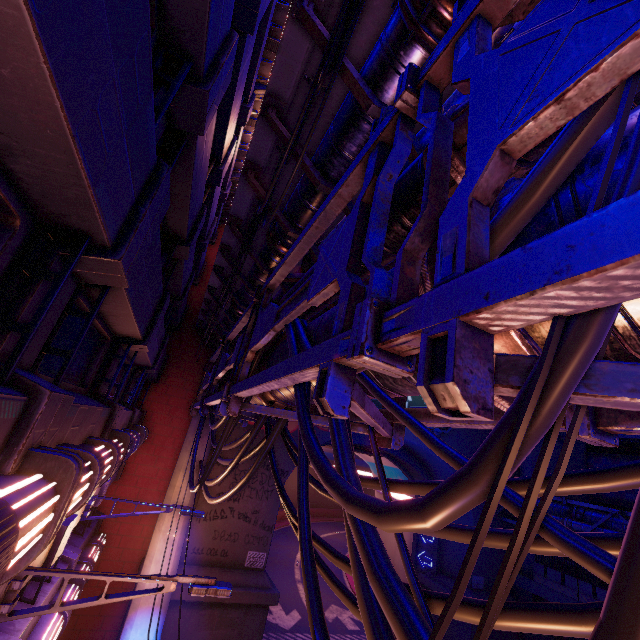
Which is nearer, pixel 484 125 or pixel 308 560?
pixel 484 125

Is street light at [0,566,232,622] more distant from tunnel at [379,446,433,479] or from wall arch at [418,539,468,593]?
tunnel at [379,446,433,479]

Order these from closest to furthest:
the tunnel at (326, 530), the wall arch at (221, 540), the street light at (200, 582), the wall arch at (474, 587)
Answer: the street light at (200, 582), the wall arch at (221, 540), the wall arch at (474, 587), the tunnel at (326, 530)

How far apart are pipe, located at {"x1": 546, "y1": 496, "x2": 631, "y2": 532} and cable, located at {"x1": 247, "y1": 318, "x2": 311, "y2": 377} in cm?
1915

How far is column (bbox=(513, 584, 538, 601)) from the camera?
19.6 meters

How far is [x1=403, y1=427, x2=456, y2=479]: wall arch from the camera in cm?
2047

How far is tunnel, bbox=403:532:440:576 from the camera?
21.8 meters

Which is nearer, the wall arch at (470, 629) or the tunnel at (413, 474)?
the wall arch at (470, 629)
